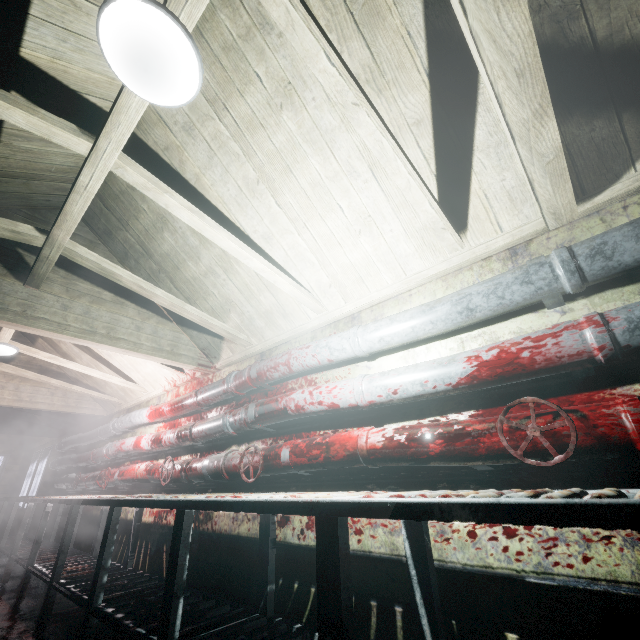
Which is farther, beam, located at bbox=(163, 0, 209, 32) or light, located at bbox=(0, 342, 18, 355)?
light, located at bbox=(0, 342, 18, 355)

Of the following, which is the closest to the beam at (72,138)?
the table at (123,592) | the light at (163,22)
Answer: the light at (163,22)

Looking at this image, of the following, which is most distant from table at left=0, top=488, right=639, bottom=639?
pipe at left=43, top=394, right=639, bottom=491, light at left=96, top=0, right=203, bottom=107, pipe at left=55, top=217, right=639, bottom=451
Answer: light at left=96, top=0, right=203, bottom=107

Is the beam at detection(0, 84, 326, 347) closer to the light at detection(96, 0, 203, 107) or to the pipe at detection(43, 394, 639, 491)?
the light at detection(96, 0, 203, 107)

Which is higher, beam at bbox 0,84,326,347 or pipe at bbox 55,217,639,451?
beam at bbox 0,84,326,347

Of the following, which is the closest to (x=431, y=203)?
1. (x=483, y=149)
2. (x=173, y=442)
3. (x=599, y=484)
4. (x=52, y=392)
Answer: (x=483, y=149)

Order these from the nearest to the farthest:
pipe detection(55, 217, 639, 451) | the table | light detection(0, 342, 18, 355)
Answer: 1. the table
2. pipe detection(55, 217, 639, 451)
3. light detection(0, 342, 18, 355)

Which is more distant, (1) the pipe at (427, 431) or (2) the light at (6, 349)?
(2) the light at (6, 349)
